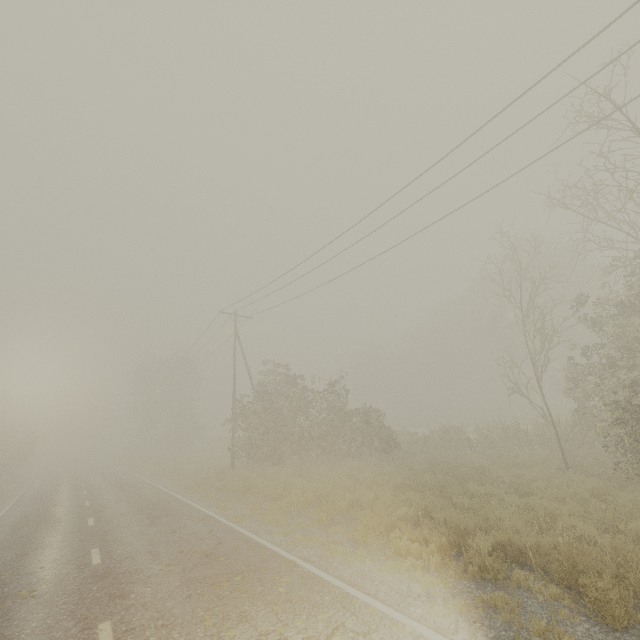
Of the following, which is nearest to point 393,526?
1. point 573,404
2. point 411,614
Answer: point 411,614
